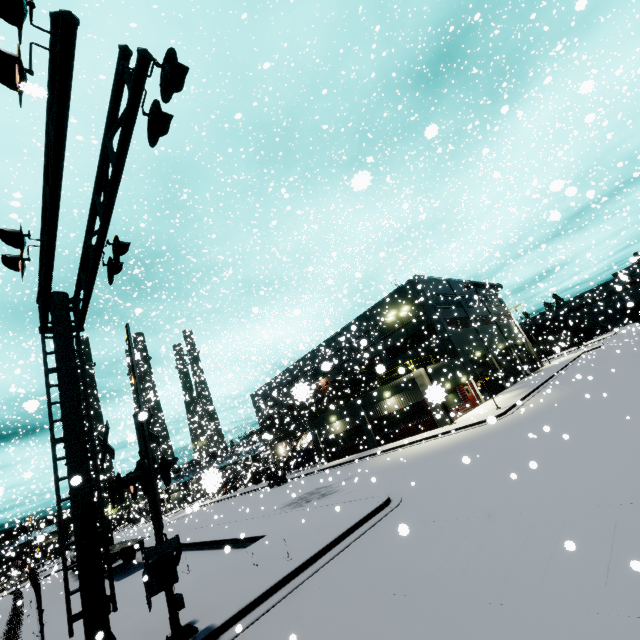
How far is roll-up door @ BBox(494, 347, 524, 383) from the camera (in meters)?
38.36

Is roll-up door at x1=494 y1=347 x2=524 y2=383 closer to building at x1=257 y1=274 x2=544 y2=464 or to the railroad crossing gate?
building at x1=257 y1=274 x2=544 y2=464

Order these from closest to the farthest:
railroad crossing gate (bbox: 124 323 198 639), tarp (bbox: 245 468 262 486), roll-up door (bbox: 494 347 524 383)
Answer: railroad crossing gate (bbox: 124 323 198 639), tarp (bbox: 245 468 262 486), roll-up door (bbox: 494 347 524 383)

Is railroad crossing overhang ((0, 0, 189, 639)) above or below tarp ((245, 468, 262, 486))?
above

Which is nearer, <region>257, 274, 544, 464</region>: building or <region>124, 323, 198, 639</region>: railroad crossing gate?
<region>124, 323, 198, 639</region>: railroad crossing gate

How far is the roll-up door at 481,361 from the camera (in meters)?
34.62

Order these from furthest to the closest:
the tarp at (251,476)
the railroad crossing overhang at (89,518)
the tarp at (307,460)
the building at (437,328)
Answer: the tarp at (307,460) < the tarp at (251,476) < the building at (437,328) < the railroad crossing overhang at (89,518)

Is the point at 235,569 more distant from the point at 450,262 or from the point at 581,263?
the point at 450,262
